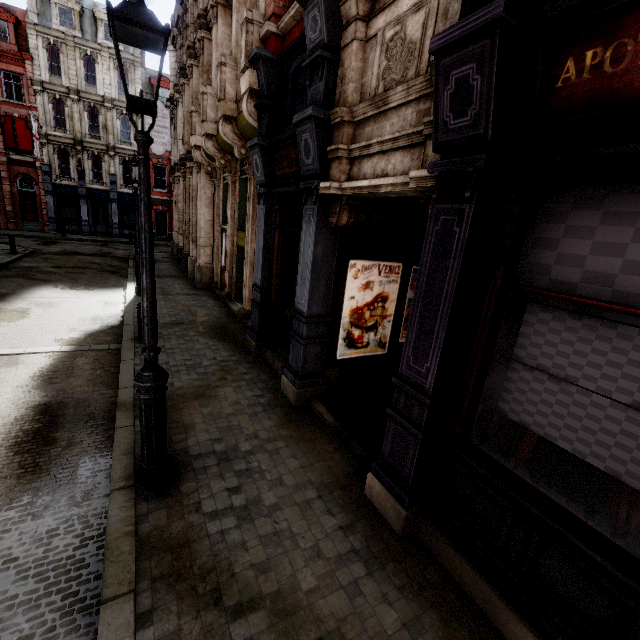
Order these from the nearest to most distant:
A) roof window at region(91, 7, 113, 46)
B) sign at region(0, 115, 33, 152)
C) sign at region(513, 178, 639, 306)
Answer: sign at region(513, 178, 639, 306), sign at region(0, 115, 33, 152), roof window at region(91, 7, 113, 46)

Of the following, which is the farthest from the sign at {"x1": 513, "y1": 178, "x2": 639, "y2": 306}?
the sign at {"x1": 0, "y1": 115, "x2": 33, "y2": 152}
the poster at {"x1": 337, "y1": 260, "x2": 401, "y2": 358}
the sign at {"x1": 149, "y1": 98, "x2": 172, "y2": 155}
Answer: the sign at {"x1": 0, "y1": 115, "x2": 33, "y2": 152}

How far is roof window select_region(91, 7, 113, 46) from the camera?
28.1 meters

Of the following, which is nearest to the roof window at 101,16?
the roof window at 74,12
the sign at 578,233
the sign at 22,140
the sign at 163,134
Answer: the roof window at 74,12

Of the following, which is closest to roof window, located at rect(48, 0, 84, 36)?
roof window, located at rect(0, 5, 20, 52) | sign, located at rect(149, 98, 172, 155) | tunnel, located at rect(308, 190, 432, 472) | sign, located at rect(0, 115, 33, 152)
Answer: roof window, located at rect(0, 5, 20, 52)

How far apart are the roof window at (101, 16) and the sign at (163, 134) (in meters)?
22.18

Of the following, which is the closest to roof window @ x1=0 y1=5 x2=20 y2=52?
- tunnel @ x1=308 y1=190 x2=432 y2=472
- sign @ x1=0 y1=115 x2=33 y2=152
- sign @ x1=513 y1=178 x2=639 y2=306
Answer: sign @ x1=0 y1=115 x2=33 y2=152

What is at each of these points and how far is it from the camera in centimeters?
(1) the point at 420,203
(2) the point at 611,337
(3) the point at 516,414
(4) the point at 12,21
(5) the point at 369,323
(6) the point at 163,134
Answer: (1) tunnel, 563cm
(2) sign, 218cm
(3) sign, 276cm
(4) roof window, 2595cm
(5) poster, 634cm
(6) sign, 1617cm
